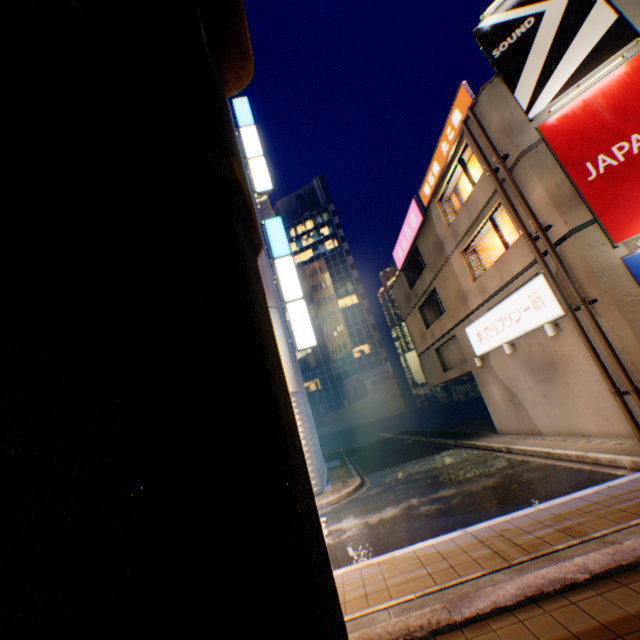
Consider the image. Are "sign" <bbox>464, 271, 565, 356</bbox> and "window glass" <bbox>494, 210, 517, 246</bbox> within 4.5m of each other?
yes

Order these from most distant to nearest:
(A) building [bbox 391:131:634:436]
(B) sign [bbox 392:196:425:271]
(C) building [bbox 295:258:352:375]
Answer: (C) building [bbox 295:258:352:375] < (B) sign [bbox 392:196:425:271] < (A) building [bbox 391:131:634:436]

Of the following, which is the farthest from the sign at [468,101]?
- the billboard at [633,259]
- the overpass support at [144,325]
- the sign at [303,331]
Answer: the sign at [303,331]

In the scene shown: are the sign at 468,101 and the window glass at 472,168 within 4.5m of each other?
yes

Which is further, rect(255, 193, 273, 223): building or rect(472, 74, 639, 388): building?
rect(255, 193, 273, 223): building

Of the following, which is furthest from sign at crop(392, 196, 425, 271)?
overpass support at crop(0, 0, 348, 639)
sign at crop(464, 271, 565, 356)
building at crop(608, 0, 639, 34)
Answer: overpass support at crop(0, 0, 348, 639)

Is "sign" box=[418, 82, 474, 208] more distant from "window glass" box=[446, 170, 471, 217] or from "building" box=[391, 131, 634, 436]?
"window glass" box=[446, 170, 471, 217]

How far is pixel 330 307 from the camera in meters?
42.7 m
